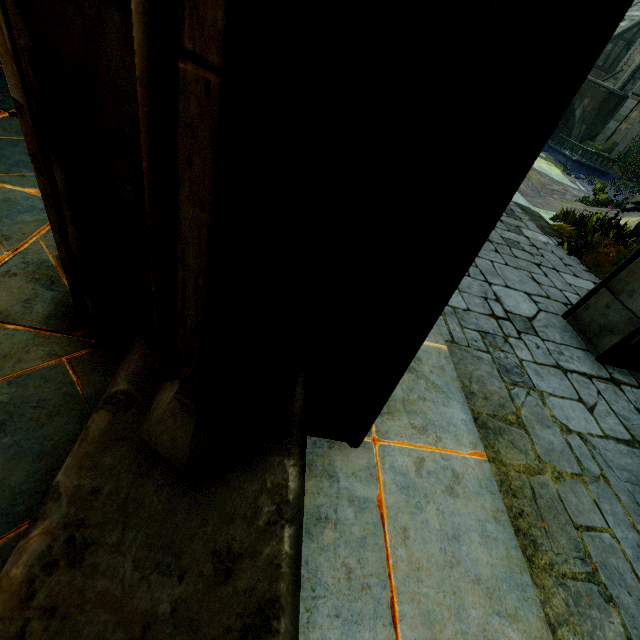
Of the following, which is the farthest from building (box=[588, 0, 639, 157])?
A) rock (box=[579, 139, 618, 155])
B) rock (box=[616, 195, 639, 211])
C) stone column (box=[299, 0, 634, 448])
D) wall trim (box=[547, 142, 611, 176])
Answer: rock (box=[616, 195, 639, 211])

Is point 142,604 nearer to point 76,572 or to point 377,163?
point 76,572

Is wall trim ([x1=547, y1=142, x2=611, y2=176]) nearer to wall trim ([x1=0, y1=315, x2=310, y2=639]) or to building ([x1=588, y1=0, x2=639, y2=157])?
building ([x1=588, y1=0, x2=639, y2=157])

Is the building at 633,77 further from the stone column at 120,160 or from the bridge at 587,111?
the stone column at 120,160

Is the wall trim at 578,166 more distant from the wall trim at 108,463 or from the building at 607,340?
the wall trim at 108,463

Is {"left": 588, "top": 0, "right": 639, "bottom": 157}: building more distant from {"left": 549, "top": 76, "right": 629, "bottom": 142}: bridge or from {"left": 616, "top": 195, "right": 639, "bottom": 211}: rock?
{"left": 616, "top": 195, "right": 639, "bottom": 211}: rock

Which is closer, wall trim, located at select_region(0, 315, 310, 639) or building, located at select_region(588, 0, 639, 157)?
wall trim, located at select_region(0, 315, 310, 639)

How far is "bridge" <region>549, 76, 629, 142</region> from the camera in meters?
26.8 m
